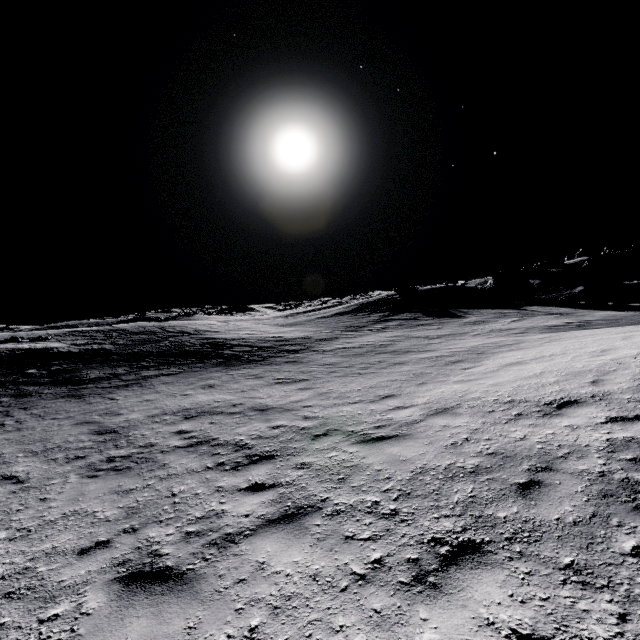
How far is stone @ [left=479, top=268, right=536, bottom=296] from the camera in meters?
34.6 m

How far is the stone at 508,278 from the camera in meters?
34.6

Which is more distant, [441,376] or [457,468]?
[441,376]
